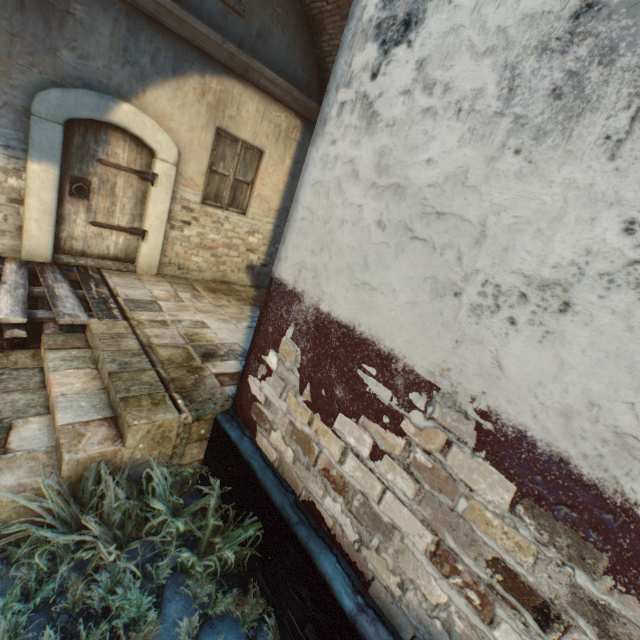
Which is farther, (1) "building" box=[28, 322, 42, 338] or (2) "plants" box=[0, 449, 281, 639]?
(1) "building" box=[28, 322, 42, 338]

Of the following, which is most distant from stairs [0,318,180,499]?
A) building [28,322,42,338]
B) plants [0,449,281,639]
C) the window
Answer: the window

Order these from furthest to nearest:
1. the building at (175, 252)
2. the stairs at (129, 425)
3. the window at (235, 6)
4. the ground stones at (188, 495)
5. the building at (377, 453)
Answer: the window at (235, 6), the ground stones at (188, 495), the stairs at (129, 425), the building at (377, 453), the building at (175, 252)

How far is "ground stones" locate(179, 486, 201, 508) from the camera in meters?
3.2

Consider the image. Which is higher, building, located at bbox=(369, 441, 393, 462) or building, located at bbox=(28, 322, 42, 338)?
building, located at bbox=(369, 441, 393, 462)

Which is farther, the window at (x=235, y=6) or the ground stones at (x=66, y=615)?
the window at (x=235, y=6)

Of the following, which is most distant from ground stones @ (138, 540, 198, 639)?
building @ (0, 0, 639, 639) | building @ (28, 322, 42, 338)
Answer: building @ (28, 322, 42, 338)

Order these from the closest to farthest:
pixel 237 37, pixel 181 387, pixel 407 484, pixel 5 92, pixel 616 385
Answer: pixel 616 385, pixel 407 484, pixel 181 387, pixel 5 92, pixel 237 37
